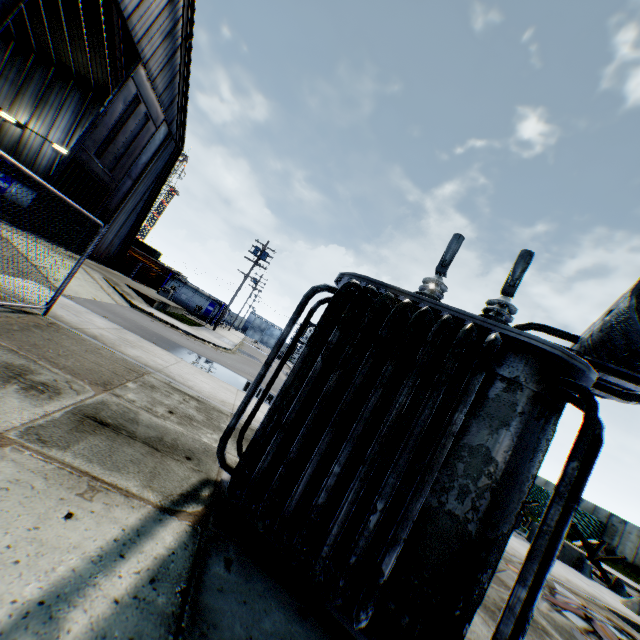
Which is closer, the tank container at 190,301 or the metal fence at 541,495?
the metal fence at 541,495

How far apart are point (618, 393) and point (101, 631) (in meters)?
4.48

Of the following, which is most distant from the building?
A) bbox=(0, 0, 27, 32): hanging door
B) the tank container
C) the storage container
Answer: the tank container

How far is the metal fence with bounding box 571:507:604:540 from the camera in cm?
2694

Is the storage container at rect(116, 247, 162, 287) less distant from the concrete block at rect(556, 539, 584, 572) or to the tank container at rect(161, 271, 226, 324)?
the tank container at rect(161, 271, 226, 324)

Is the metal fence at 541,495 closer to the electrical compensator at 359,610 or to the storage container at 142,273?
the electrical compensator at 359,610

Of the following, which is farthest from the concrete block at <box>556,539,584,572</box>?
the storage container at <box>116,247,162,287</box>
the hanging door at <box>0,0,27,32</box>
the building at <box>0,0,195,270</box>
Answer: the storage container at <box>116,247,162,287</box>

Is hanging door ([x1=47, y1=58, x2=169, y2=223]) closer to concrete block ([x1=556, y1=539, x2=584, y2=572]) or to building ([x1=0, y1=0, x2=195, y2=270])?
building ([x1=0, y1=0, x2=195, y2=270])
